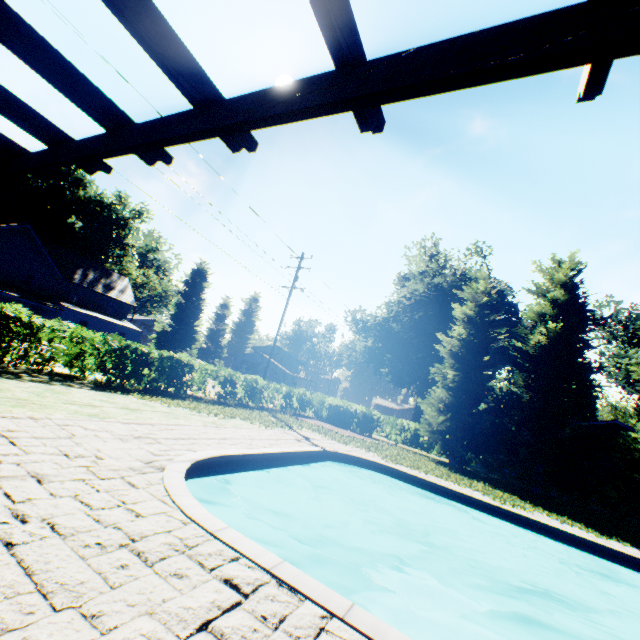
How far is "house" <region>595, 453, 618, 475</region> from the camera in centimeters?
2213cm

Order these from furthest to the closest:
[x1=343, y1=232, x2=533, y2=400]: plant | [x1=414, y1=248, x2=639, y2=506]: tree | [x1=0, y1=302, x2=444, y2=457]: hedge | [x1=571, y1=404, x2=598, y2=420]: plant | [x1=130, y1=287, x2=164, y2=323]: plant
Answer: [x1=130, y1=287, x2=164, y2=323]: plant < [x1=571, y1=404, x2=598, y2=420]: plant < [x1=343, y1=232, x2=533, y2=400]: plant < [x1=414, y1=248, x2=639, y2=506]: tree < [x1=0, y1=302, x2=444, y2=457]: hedge

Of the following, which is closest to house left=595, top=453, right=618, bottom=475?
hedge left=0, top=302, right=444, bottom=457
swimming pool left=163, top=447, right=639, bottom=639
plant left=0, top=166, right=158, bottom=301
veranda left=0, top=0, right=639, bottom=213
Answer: plant left=0, top=166, right=158, bottom=301

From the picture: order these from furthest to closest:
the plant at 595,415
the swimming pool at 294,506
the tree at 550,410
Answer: the plant at 595,415 < the tree at 550,410 < the swimming pool at 294,506

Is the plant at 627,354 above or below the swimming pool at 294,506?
above

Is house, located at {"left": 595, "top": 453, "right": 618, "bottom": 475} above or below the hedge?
above

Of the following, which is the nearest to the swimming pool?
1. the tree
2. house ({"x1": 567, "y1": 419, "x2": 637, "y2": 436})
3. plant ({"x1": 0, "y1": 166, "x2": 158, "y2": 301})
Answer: plant ({"x1": 0, "y1": 166, "x2": 158, "y2": 301})

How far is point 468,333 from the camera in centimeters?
2023cm
